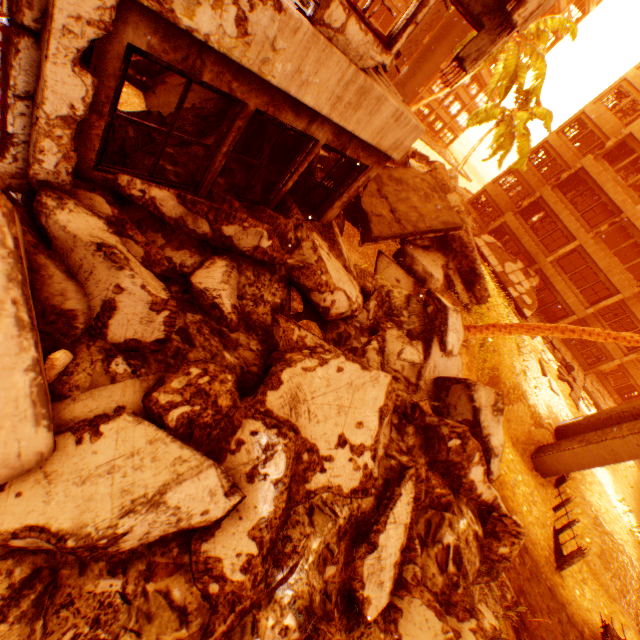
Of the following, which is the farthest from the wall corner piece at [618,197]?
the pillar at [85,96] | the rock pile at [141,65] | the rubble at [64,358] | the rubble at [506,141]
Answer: the rubble at [64,358]

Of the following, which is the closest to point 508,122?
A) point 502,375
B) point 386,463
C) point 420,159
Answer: point 420,159

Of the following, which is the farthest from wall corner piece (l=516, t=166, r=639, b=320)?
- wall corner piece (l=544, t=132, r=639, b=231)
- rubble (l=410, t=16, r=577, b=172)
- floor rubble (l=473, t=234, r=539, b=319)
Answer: rubble (l=410, t=16, r=577, b=172)

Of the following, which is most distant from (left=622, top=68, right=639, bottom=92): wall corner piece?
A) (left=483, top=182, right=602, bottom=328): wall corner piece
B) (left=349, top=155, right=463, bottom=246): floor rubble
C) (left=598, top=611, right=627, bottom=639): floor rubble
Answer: (left=598, top=611, right=627, bottom=639): floor rubble

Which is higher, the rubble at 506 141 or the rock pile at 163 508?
the rubble at 506 141

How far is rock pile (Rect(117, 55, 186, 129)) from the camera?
5.4m

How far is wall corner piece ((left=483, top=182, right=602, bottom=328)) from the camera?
25.20m

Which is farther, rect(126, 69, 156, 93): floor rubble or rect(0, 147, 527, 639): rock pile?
rect(126, 69, 156, 93): floor rubble
